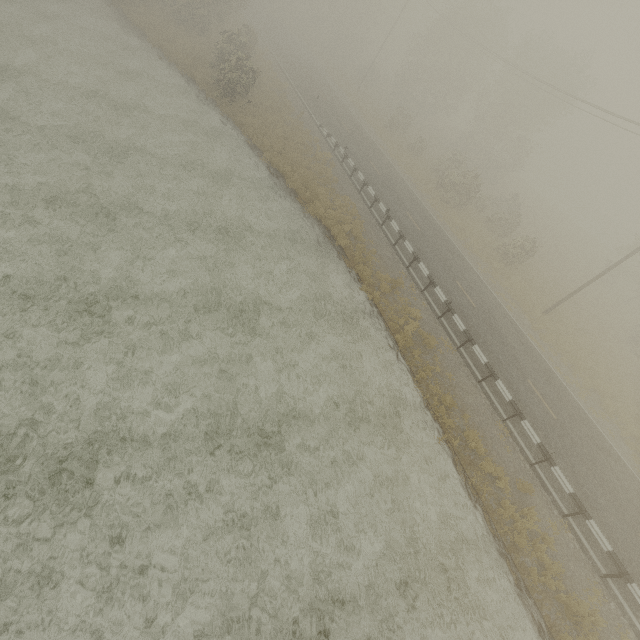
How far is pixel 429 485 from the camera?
11.9m
